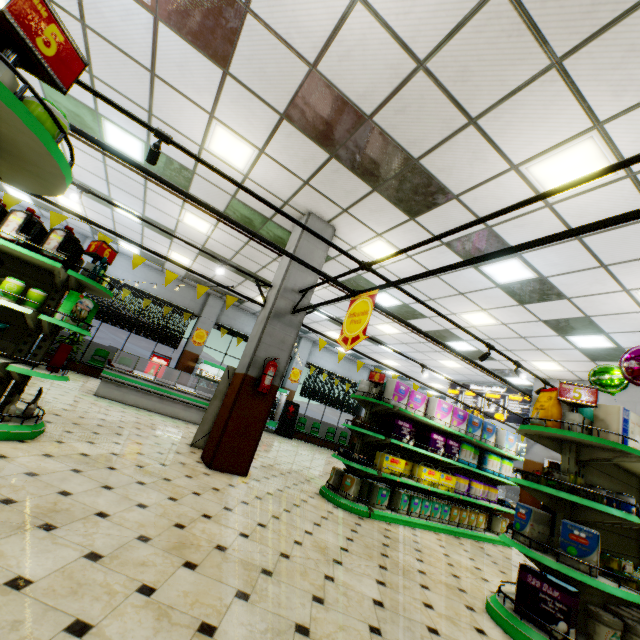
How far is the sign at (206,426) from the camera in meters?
6.2 m

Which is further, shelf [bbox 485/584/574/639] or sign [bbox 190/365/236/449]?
sign [bbox 190/365/236/449]

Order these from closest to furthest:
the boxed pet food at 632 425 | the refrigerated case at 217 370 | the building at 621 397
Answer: the boxed pet food at 632 425 < the building at 621 397 < the refrigerated case at 217 370

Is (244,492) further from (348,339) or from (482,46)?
(482,46)

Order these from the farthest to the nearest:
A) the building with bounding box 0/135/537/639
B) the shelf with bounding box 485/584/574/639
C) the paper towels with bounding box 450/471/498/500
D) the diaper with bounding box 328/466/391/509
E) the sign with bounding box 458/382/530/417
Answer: the sign with bounding box 458/382/530/417 → the paper towels with bounding box 450/471/498/500 → the diaper with bounding box 328/466/391/509 → the shelf with bounding box 485/584/574/639 → the building with bounding box 0/135/537/639

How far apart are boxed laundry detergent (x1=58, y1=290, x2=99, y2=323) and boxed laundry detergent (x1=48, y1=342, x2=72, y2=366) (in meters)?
0.28

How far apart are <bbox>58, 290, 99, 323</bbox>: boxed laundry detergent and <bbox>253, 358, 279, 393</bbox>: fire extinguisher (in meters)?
2.54

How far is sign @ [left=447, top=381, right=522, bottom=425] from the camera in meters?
12.7
